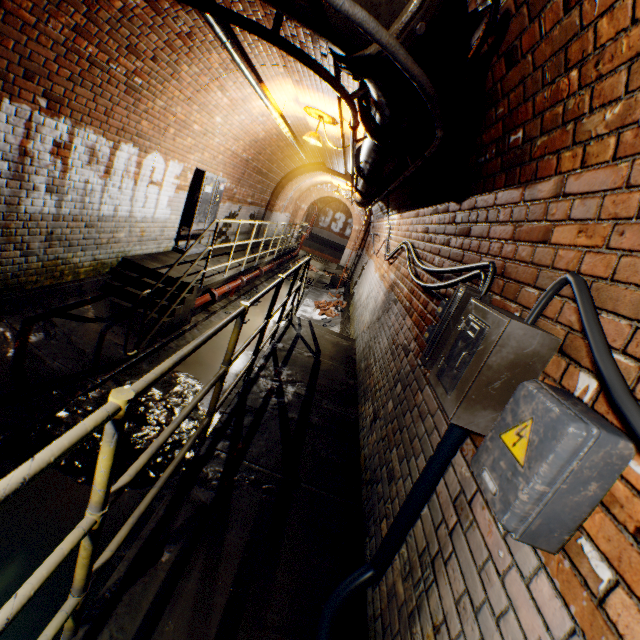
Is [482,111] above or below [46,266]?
above

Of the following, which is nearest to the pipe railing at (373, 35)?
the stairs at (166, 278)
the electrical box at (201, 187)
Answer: the stairs at (166, 278)

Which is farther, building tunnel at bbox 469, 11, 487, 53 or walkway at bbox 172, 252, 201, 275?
walkway at bbox 172, 252, 201, 275

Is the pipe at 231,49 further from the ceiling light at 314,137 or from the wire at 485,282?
the wire at 485,282

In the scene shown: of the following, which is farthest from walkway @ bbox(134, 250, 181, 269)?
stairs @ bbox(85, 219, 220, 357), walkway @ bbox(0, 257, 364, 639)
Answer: walkway @ bbox(0, 257, 364, 639)

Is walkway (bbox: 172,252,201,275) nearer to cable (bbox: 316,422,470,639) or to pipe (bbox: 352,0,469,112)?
pipe (bbox: 352,0,469,112)

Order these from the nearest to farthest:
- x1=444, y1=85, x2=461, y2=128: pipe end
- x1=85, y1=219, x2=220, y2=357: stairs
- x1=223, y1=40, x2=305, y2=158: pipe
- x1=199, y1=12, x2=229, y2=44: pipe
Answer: x1=444, y1=85, x2=461, y2=128: pipe end, x1=199, y1=12, x2=229, y2=44: pipe, x1=223, y1=40, x2=305, y2=158: pipe, x1=85, y1=219, x2=220, y2=357: stairs

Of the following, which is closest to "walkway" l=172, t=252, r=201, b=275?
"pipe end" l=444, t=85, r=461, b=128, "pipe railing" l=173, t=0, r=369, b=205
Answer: "pipe railing" l=173, t=0, r=369, b=205
